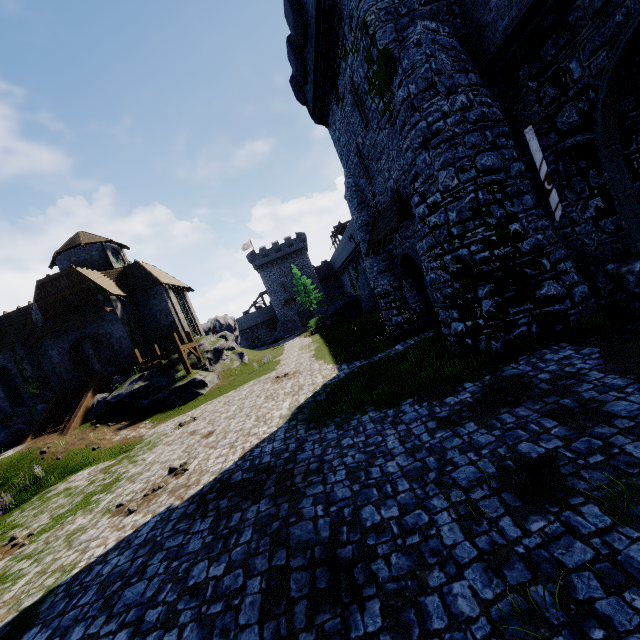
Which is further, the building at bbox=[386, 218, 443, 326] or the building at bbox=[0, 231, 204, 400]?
the building at bbox=[0, 231, 204, 400]

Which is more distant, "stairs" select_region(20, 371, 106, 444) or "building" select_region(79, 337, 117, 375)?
Result: "building" select_region(79, 337, 117, 375)

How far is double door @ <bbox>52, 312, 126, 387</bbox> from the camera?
25.2 meters

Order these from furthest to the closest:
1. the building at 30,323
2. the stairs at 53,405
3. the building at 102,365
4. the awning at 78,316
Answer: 1. the building at 102,365
2. the building at 30,323
3. the awning at 78,316
4. the stairs at 53,405

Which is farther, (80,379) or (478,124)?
(80,379)

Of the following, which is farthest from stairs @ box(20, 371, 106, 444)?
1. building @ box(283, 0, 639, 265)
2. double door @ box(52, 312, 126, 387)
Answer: building @ box(283, 0, 639, 265)

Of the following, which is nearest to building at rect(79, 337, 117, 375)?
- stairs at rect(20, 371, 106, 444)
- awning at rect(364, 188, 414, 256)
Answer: stairs at rect(20, 371, 106, 444)

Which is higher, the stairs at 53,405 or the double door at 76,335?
the double door at 76,335
